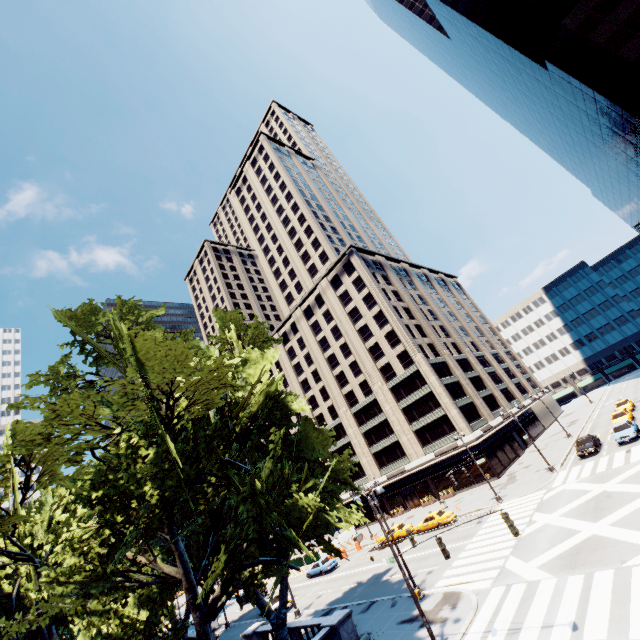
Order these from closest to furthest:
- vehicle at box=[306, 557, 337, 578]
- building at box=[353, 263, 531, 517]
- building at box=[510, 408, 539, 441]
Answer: vehicle at box=[306, 557, 337, 578]
building at box=[353, 263, 531, 517]
building at box=[510, 408, 539, 441]

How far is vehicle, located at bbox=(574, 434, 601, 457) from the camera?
32.6m

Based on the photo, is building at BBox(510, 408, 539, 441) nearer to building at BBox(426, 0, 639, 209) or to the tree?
the tree

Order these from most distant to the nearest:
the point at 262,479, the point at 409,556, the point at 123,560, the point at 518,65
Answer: the point at 518,65 → the point at 123,560 → the point at 409,556 → the point at 262,479

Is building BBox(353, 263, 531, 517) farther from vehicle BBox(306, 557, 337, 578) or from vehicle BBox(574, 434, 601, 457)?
vehicle BBox(306, 557, 337, 578)

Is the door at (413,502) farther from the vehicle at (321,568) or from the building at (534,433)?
the vehicle at (321,568)

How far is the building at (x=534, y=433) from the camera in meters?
57.3 m

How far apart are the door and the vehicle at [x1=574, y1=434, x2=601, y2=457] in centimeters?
2445cm
